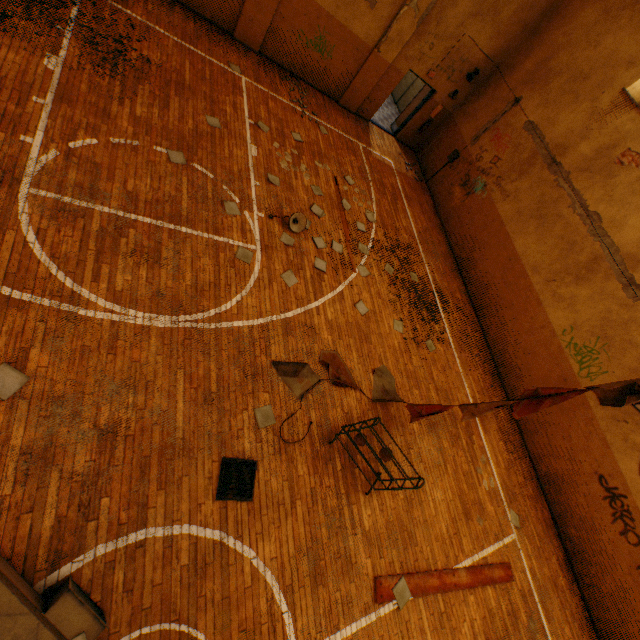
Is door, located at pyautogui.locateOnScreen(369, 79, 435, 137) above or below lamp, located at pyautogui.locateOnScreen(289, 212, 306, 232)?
above

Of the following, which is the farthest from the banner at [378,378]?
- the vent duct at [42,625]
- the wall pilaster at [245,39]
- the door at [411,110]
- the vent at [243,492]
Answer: the door at [411,110]

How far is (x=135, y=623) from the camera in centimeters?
352cm

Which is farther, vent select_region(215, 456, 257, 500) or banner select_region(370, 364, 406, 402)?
banner select_region(370, 364, 406, 402)

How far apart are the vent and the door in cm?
1324

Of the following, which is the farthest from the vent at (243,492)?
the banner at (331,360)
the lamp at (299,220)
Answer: the lamp at (299,220)

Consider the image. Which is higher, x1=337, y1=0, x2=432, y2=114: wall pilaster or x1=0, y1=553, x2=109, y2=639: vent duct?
x1=337, y1=0, x2=432, y2=114: wall pilaster

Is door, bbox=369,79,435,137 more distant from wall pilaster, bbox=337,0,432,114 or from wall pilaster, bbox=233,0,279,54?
wall pilaster, bbox=233,0,279,54
